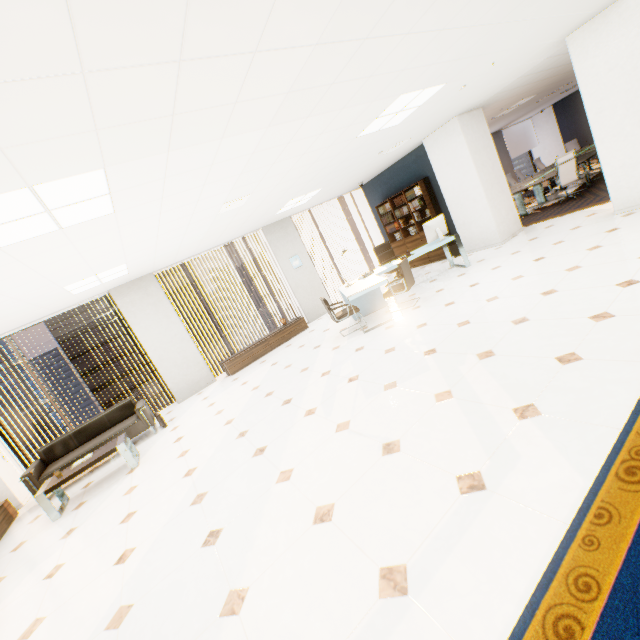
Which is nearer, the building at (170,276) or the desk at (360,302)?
the desk at (360,302)

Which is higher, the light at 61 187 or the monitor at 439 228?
the light at 61 187

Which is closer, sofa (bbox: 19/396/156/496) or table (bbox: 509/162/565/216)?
sofa (bbox: 19/396/156/496)

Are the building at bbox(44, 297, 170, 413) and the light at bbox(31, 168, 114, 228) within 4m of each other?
no

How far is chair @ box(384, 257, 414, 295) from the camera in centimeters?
600cm

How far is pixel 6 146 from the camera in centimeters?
180cm

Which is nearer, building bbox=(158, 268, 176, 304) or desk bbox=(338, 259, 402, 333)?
desk bbox=(338, 259, 402, 333)

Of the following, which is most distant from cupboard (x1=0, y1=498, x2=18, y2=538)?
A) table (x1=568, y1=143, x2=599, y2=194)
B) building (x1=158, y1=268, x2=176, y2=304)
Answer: building (x1=158, y1=268, x2=176, y2=304)
